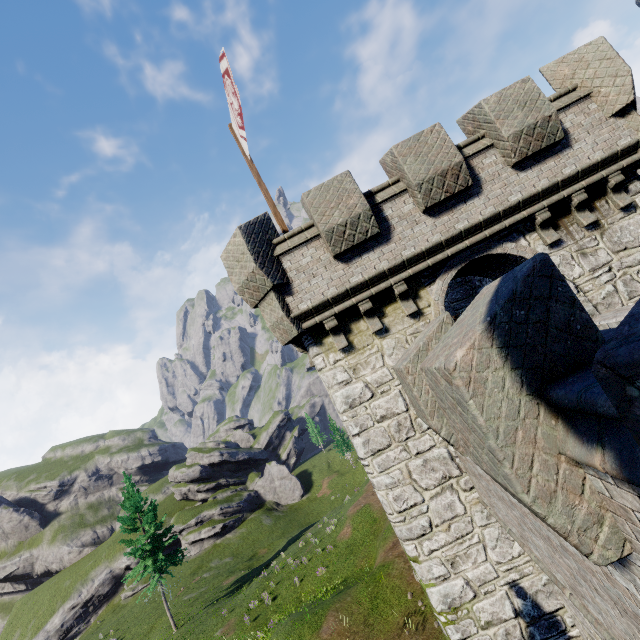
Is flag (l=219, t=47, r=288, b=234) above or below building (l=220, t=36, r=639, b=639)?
above

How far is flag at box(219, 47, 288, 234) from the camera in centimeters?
807cm

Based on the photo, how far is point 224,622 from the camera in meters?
26.0

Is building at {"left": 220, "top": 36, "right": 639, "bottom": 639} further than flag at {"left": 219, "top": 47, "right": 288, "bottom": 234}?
No

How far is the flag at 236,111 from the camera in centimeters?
807cm

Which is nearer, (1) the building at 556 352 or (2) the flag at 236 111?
(1) the building at 556 352
